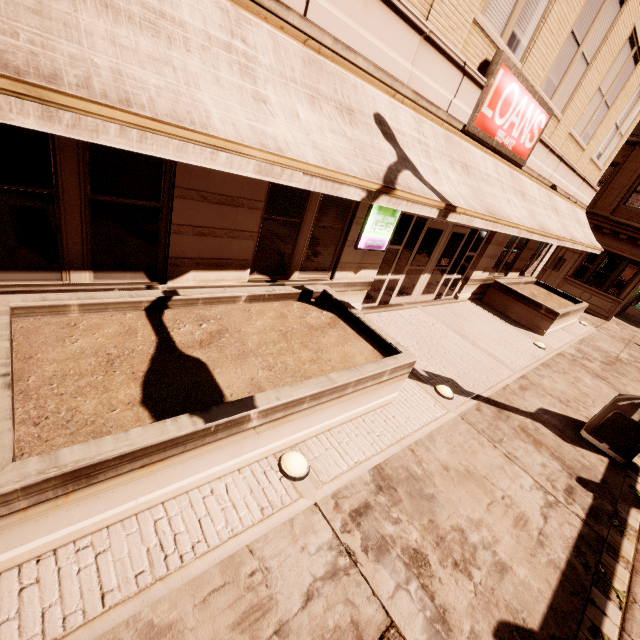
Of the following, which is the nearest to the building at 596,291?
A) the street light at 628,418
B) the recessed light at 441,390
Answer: the recessed light at 441,390

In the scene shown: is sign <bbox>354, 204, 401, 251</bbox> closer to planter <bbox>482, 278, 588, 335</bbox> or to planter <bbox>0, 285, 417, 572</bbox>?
planter <bbox>0, 285, 417, 572</bbox>

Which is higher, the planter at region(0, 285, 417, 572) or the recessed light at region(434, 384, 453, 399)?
the planter at region(0, 285, 417, 572)

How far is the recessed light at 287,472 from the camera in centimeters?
383cm

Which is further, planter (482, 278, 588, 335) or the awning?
planter (482, 278, 588, 335)

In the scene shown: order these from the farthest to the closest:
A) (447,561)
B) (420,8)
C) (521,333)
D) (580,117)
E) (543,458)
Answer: (521,333) < (580,117) < (543,458) < (420,8) < (447,561)

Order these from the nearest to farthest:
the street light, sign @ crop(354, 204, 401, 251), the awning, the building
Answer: the awning, the building, the street light, sign @ crop(354, 204, 401, 251)

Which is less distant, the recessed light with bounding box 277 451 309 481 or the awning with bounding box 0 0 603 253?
the awning with bounding box 0 0 603 253
